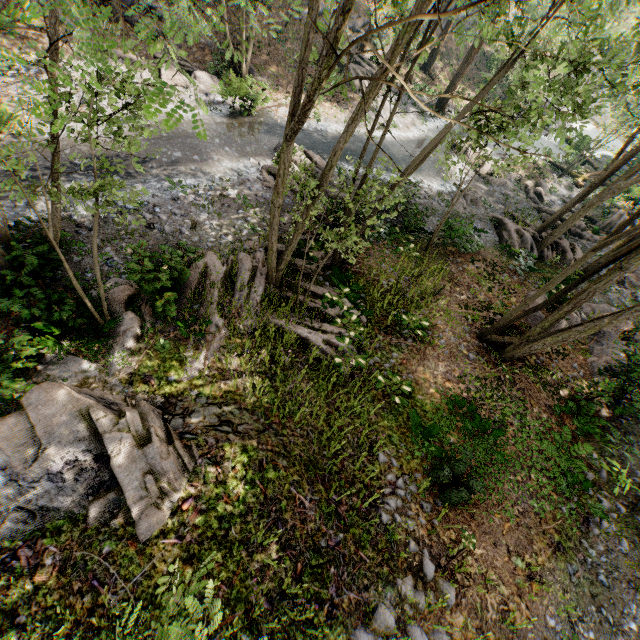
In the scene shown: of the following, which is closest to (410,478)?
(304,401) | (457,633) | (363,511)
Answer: (363,511)

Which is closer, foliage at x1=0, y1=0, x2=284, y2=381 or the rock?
foliage at x1=0, y1=0, x2=284, y2=381

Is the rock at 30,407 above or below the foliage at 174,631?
below

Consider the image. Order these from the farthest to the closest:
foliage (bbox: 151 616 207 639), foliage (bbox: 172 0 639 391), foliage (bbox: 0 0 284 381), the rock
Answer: foliage (bbox: 172 0 639 391) < the rock < foliage (bbox: 0 0 284 381) < foliage (bbox: 151 616 207 639)

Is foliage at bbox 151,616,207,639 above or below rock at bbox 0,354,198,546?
above

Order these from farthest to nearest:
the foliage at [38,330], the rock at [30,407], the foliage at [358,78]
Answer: the foliage at [358,78]
the rock at [30,407]
the foliage at [38,330]

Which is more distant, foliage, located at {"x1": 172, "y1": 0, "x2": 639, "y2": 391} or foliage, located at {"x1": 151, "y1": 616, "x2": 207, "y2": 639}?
foliage, located at {"x1": 172, "y1": 0, "x2": 639, "y2": 391}
